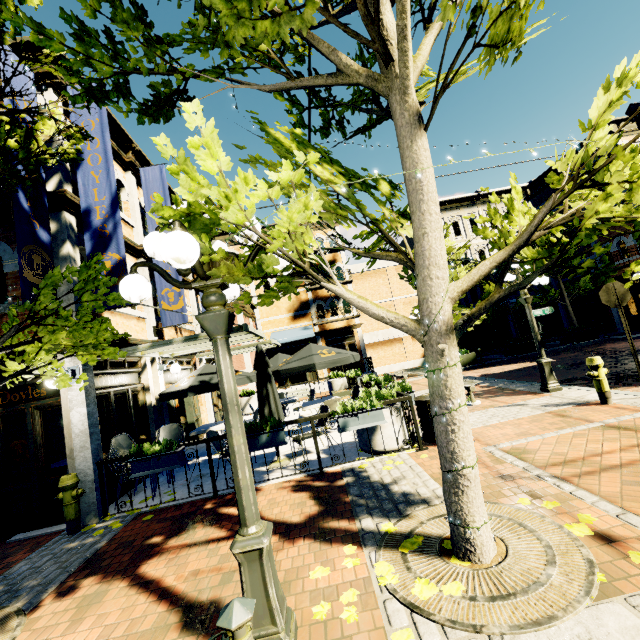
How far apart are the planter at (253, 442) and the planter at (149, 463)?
1.03m

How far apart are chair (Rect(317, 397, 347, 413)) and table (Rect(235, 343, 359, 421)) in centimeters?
86cm

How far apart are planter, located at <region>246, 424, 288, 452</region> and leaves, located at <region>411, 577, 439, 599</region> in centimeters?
331cm

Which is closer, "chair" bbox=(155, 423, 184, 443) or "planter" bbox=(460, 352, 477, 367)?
"chair" bbox=(155, 423, 184, 443)

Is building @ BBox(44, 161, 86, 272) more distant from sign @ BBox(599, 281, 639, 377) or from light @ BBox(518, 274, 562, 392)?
sign @ BBox(599, 281, 639, 377)

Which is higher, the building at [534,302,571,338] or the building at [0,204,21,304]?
the building at [0,204,21,304]

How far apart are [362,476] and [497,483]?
2.04m

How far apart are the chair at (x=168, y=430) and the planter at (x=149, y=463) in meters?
2.1
